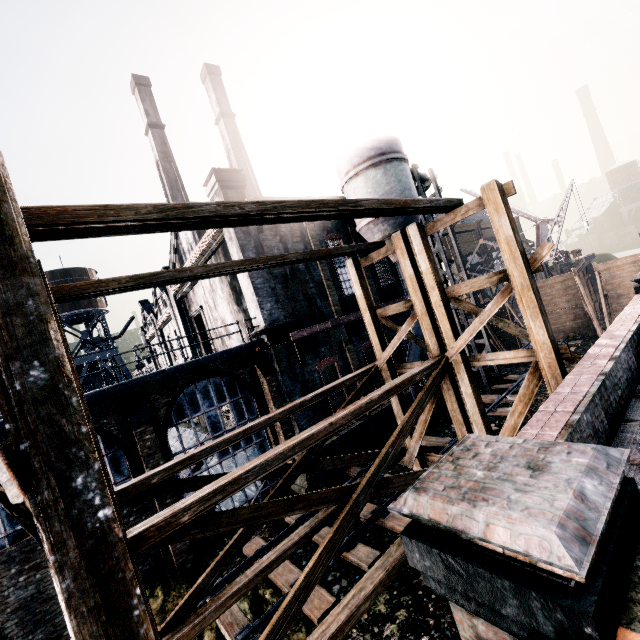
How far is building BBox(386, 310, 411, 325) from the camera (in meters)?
22.33

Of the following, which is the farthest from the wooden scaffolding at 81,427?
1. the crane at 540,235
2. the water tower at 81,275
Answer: the water tower at 81,275

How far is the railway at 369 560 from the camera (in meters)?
10.42

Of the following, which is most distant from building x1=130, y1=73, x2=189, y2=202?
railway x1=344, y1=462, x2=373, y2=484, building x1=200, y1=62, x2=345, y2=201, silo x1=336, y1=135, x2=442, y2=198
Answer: railway x1=344, y1=462, x2=373, y2=484

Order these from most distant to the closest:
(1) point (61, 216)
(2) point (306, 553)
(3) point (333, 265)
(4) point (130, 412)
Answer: (3) point (333, 265)
(4) point (130, 412)
(2) point (306, 553)
(1) point (61, 216)

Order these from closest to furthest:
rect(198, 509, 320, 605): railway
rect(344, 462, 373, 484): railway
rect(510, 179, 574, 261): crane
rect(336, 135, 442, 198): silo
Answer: rect(198, 509, 320, 605): railway, rect(344, 462, 373, 484): railway, rect(336, 135, 442, 198): silo, rect(510, 179, 574, 261): crane

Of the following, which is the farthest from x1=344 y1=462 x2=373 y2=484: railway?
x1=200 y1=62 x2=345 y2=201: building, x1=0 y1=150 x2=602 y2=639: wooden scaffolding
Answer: x1=200 y1=62 x2=345 y2=201: building

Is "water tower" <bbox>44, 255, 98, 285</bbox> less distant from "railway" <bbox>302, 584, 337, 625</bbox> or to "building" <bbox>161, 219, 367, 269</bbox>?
"building" <bbox>161, 219, 367, 269</bbox>
